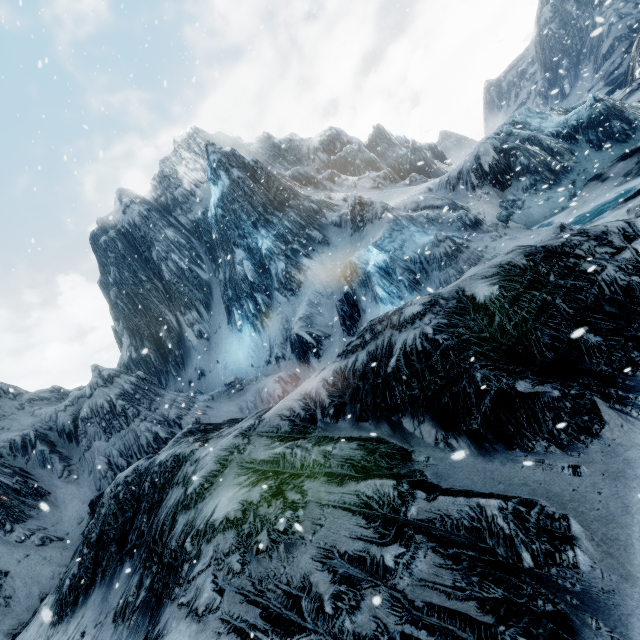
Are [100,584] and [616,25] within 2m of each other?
no
